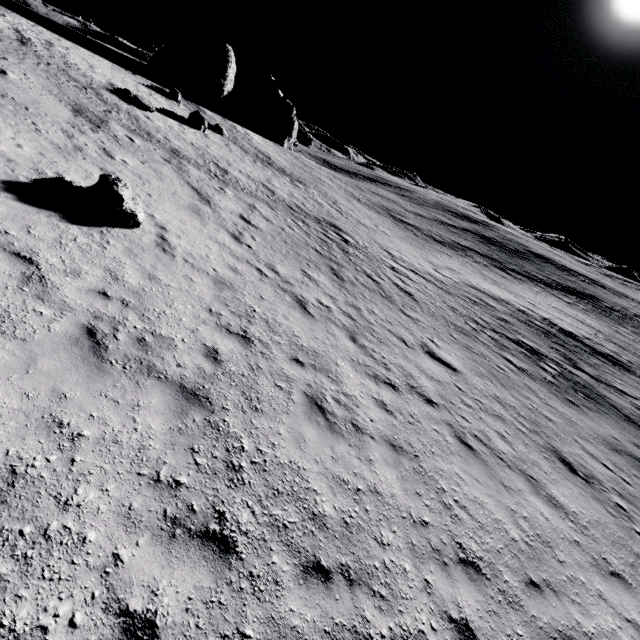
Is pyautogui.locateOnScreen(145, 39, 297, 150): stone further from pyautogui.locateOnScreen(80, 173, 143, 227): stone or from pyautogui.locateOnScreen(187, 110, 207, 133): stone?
pyautogui.locateOnScreen(80, 173, 143, 227): stone

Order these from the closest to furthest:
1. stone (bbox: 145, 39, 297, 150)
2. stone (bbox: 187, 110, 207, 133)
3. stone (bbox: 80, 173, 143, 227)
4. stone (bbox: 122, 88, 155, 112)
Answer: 1. stone (bbox: 80, 173, 143, 227)
2. stone (bbox: 122, 88, 155, 112)
3. stone (bbox: 187, 110, 207, 133)
4. stone (bbox: 145, 39, 297, 150)

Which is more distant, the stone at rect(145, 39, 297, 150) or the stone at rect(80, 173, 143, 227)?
the stone at rect(145, 39, 297, 150)

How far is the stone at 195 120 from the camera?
24.94m

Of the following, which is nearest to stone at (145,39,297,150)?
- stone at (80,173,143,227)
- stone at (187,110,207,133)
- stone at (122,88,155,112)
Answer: stone at (187,110,207,133)

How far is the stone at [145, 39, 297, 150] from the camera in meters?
34.6

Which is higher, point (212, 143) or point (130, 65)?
point (130, 65)

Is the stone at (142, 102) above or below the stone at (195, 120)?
above
